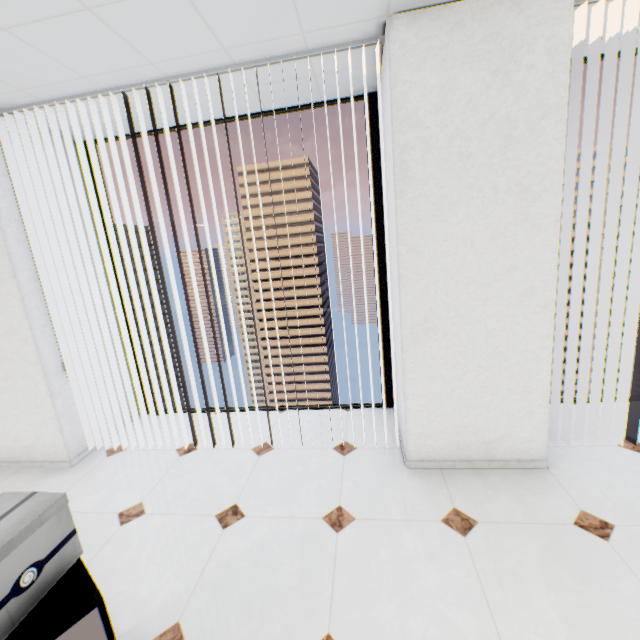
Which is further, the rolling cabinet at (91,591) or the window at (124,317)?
the window at (124,317)

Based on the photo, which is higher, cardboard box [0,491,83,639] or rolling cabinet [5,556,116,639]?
cardboard box [0,491,83,639]

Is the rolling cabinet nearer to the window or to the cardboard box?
the cardboard box

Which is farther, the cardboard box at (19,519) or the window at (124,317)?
the window at (124,317)

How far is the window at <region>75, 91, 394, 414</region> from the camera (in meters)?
2.89

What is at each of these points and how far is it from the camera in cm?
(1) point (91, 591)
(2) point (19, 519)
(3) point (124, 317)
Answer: (1) rolling cabinet, 110
(2) cardboard box, 109
(3) window, 358

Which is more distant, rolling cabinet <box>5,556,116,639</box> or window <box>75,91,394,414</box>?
window <box>75,91,394,414</box>
